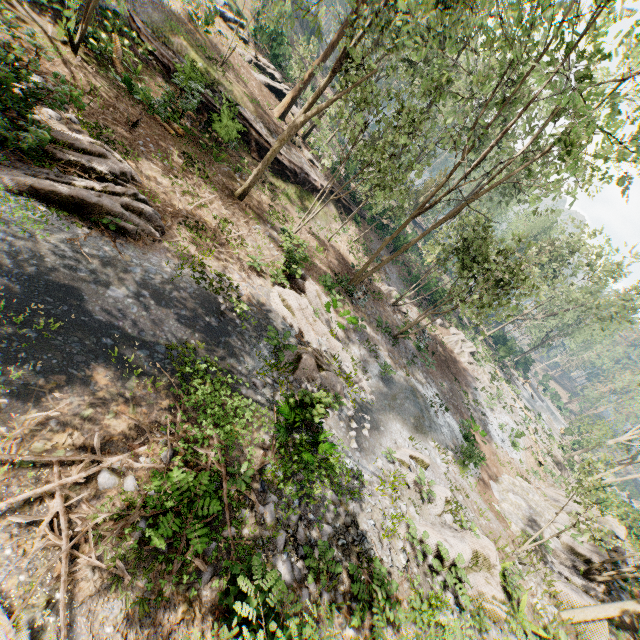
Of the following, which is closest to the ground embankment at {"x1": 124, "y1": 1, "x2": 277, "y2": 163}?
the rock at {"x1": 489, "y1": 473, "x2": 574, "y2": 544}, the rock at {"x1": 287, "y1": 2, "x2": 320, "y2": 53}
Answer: the rock at {"x1": 489, "y1": 473, "x2": 574, "y2": 544}

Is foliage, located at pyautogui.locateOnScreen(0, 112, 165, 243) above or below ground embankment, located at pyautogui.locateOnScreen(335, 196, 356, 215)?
below

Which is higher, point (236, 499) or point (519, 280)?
point (519, 280)

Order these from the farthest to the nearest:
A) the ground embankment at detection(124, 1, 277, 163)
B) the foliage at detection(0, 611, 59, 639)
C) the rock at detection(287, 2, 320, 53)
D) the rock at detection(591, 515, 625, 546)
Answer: the rock at detection(287, 2, 320, 53)
the rock at detection(591, 515, 625, 546)
the ground embankment at detection(124, 1, 277, 163)
the foliage at detection(0, 611, 59, 639)

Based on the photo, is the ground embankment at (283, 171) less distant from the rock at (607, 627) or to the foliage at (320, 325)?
the foliage at (320, 325)

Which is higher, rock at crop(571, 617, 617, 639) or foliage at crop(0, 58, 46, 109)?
rock at crop(571, 617, 617, 639)

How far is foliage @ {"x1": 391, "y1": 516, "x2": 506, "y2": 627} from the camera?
9.8 meters
